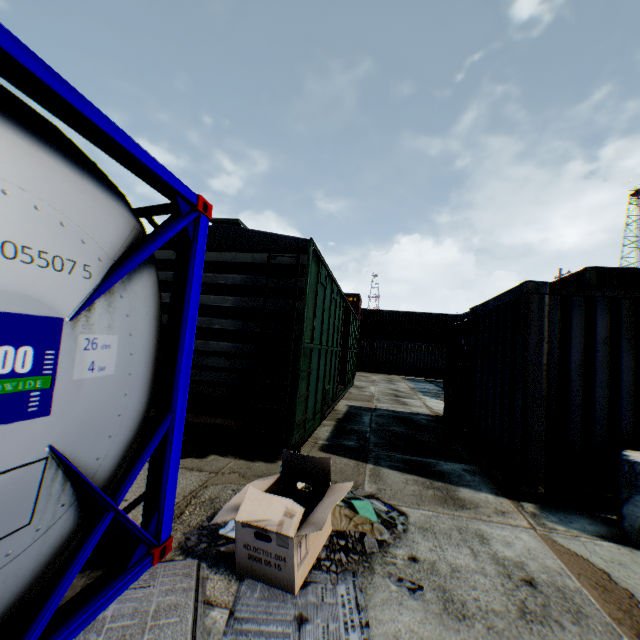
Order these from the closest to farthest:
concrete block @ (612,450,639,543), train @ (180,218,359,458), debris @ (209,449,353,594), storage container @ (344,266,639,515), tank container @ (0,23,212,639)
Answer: tank container @ (0,23,212,639), debris @ (209,449,353,594), concrete block @ (612,450,639,543), storage container @ (344,266,639,515), train @ (180,218,359,458)

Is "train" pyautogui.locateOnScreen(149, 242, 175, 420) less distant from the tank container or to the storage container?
the tank container

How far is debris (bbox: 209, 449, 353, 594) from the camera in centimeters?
232cm

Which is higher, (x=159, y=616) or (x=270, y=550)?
(x=270, y=550)

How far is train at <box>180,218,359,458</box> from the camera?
4.9 meters

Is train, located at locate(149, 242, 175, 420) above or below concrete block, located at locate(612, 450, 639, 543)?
above

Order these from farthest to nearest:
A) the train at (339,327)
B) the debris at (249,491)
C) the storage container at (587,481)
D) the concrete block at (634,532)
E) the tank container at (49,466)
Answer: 1. the train at (339,327)
2. the storage container at (587,481)
3. the concrete block at (634,532)
4. the debris at (249,491)
5. the tank container at (49,466)

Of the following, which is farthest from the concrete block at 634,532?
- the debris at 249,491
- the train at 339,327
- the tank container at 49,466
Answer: the tank container at 49,466
